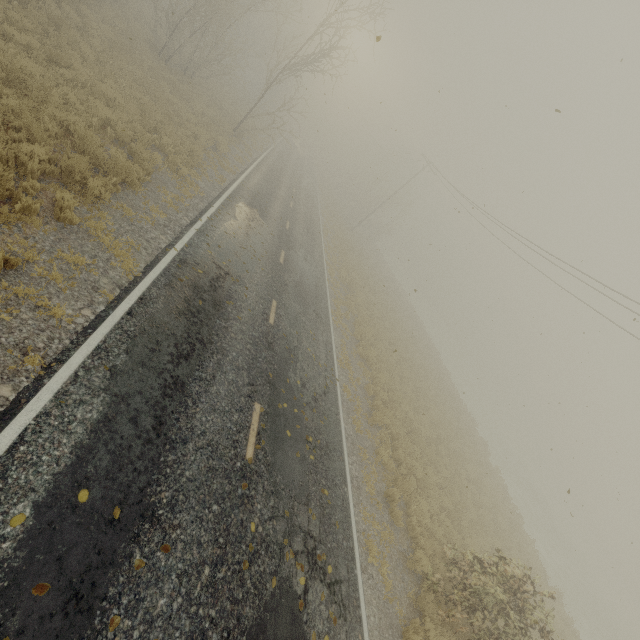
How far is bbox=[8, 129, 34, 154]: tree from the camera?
6.8m

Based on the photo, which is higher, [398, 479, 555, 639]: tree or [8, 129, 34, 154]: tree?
[398, 479, 555, 639]: tree

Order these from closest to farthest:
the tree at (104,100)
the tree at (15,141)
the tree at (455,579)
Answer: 1. the tree at (15,141)
2. the tree at (104,100)
3. the tree at (455,579)

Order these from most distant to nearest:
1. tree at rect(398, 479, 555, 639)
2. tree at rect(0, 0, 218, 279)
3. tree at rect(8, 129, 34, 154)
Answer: tree at rect(398, 479, 555, 639) < tree at rect(0, 0, 218, 279) < tree at rect(8, 129, 34, 154)

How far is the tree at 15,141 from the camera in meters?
6.8 m

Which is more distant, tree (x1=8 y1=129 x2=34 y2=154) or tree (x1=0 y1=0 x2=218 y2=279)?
tree (x1=0 y1=0 x2=218 y2=279)

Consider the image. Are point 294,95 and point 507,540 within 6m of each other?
no
